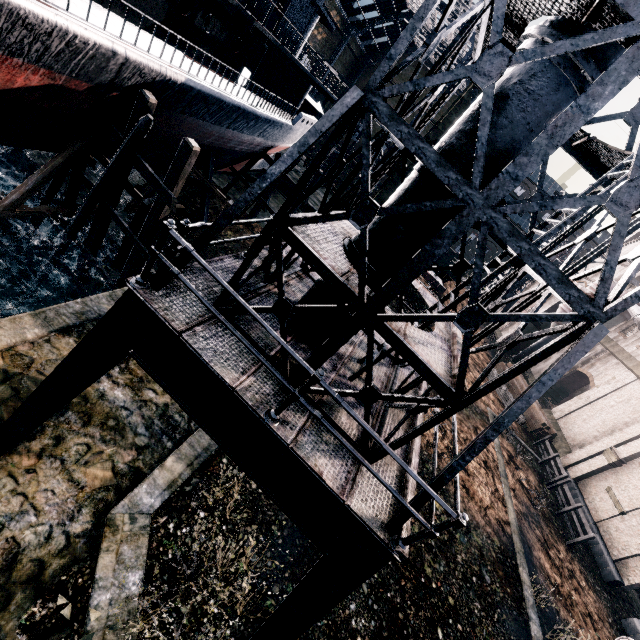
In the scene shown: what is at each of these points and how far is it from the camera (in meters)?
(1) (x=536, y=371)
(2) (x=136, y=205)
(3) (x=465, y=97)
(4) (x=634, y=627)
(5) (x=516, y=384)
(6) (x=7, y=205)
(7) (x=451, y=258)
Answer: (1) building, 41.03
(2) wooden support structure, 18.97
(3) building, 20.58
(4) building, 16.67
(5) wood pile, 32.56
(6) wooden support structure, 13.42
(7) rail car, 43.06

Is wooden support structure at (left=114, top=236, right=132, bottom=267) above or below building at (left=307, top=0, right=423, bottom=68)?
below

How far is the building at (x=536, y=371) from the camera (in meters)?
39.94

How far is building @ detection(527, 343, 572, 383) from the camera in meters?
39.9

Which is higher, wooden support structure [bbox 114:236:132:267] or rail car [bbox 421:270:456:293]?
rail car [bbox 421:270:456:293]

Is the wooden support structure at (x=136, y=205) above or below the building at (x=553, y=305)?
below

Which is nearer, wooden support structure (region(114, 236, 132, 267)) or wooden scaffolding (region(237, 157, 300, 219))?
wooden support structure (region(114, 236, 132, 267))

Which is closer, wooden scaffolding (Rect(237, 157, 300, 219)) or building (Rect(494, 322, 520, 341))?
wooden scaffolding (Rect(237, 157, 300, 219))
